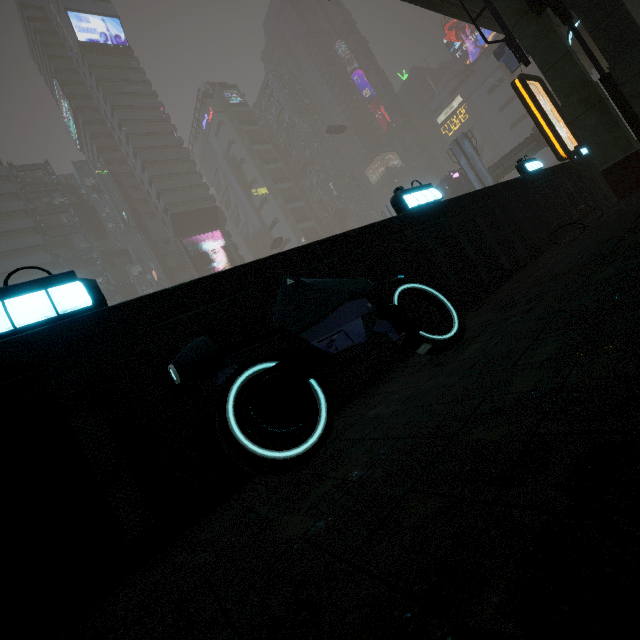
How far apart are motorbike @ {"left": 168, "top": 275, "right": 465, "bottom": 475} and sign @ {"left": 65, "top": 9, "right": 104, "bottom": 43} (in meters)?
85.55

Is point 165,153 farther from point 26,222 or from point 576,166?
point 576,166

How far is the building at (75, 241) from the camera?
50.56m

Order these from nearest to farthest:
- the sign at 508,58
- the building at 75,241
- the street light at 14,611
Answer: the street light at 14,611 → the sign at 508,58 → the building at 75,241

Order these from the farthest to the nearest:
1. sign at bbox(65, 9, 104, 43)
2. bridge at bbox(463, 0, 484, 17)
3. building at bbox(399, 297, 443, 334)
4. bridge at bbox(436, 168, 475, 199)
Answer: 1. sign at bbox(65, 9, 104, 43)
2. bridge at bbox(436, 168, 475, 199)
3. bridge at bbox(463, 0, 484, 17)
4. building at bbox(399, 297, 443, 334)

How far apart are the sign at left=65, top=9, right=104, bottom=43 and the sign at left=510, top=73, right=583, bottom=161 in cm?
7914

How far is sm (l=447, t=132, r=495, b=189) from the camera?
40.9 meters

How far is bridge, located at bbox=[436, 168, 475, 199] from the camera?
43.91m
